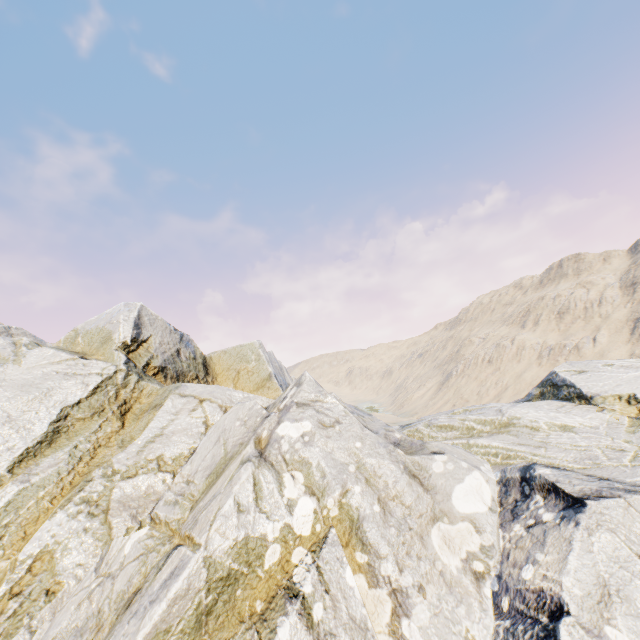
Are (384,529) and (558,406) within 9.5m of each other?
no
